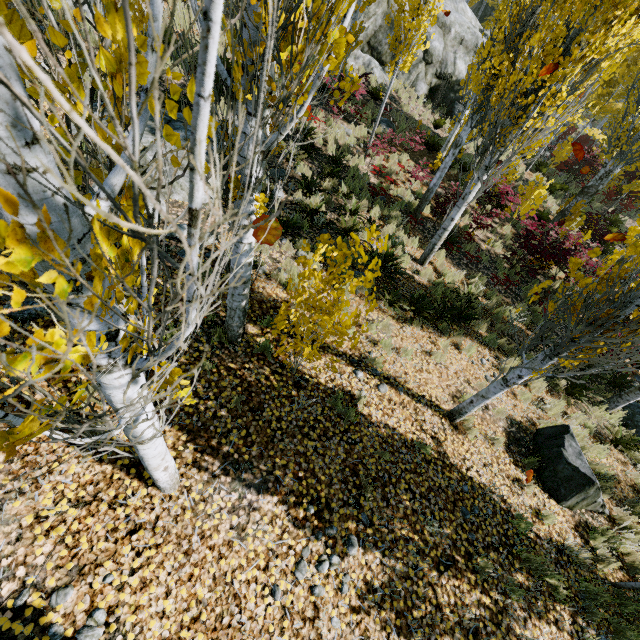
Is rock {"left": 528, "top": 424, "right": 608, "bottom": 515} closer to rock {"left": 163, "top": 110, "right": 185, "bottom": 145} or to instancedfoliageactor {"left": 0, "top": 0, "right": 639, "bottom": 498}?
instancedfoliageactor {"left": 0, "top": 0, "right": 639, "bottom": 498}

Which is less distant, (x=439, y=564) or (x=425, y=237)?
(x=439, y=564)

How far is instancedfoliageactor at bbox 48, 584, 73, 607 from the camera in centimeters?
254cm

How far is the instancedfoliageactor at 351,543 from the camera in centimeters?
369cm

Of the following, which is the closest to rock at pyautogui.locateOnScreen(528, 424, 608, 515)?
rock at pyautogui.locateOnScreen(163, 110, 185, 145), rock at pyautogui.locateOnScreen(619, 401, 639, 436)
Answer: rock at pyautogui.locateOnScreen(619, 401, 639, 436)

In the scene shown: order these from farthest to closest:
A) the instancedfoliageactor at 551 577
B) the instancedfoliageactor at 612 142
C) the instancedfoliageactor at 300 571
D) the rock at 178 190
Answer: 1. the rock at 178 190
2. the instancedfoliageactor at 551 577
3. the instancedfoliageactor at 300 571
4. the instancedfoliageactor at 612 142

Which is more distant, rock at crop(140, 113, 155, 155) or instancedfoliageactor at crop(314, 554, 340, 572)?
rock at crop(140, 113, 155, 155)
